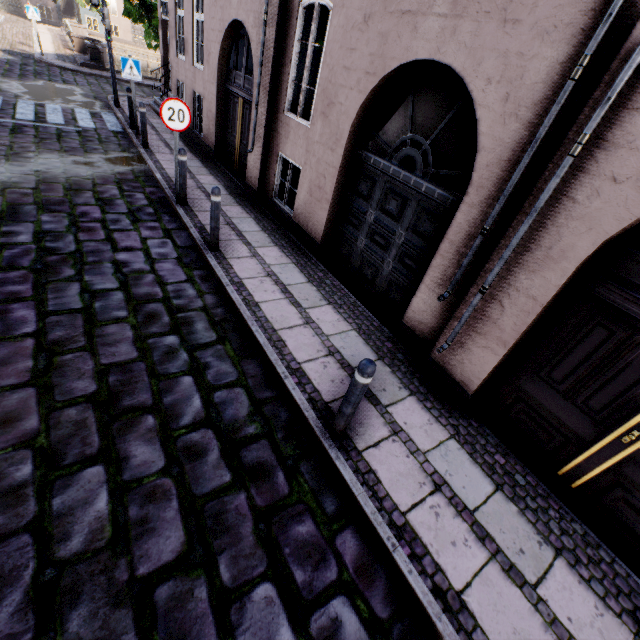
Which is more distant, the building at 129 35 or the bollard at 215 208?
the building at 129 35

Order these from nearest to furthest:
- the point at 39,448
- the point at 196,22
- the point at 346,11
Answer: the point at 39,448, the point at 346,11, the point at 196,22

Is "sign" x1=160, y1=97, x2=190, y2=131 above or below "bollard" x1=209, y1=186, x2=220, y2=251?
above

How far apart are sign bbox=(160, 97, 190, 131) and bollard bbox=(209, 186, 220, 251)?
1.9 meters

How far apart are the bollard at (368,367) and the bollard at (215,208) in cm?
383

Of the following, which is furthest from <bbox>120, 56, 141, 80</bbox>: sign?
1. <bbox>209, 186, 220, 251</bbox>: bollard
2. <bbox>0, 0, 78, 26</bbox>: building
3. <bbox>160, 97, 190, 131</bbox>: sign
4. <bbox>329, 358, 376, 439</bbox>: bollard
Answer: <bbox>329, 358, 376, 439</bbox>: bollard

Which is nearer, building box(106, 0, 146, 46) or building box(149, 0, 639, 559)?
building box(149, 0, 639, 559)

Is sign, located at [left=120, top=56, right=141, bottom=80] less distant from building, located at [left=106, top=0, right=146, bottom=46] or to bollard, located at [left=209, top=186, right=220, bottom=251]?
building, located at [left=106, top=0, right=146, bottom=46]
